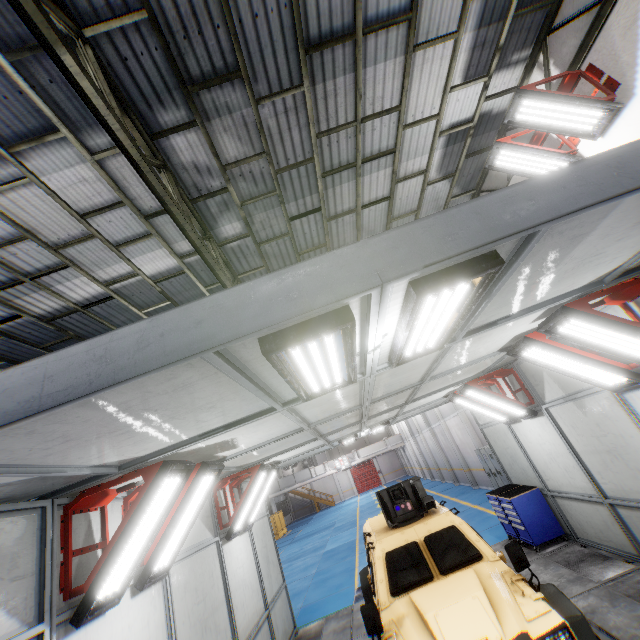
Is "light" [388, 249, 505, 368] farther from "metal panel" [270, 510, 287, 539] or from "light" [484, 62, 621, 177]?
"metal panel" [270, 510, 287, 539]

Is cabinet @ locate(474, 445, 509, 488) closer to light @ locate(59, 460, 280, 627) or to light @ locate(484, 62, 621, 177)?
light @ locate(484, 62, 621, 177)

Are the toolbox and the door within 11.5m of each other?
no

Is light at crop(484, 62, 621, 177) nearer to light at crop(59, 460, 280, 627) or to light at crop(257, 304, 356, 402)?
light at crop(257, 304, 356, 402)

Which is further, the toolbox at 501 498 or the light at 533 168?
the toolbox at 501 498

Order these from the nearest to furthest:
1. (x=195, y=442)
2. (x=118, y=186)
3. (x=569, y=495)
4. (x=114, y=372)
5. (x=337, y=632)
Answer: (x=114, y=372), (x=195, y=442), (x=118, y=186), (x=569, y=495), (x=337, y=632)

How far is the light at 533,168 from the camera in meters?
5.4 m

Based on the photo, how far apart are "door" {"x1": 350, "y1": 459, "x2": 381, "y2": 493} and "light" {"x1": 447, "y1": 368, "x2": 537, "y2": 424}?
45.4m
